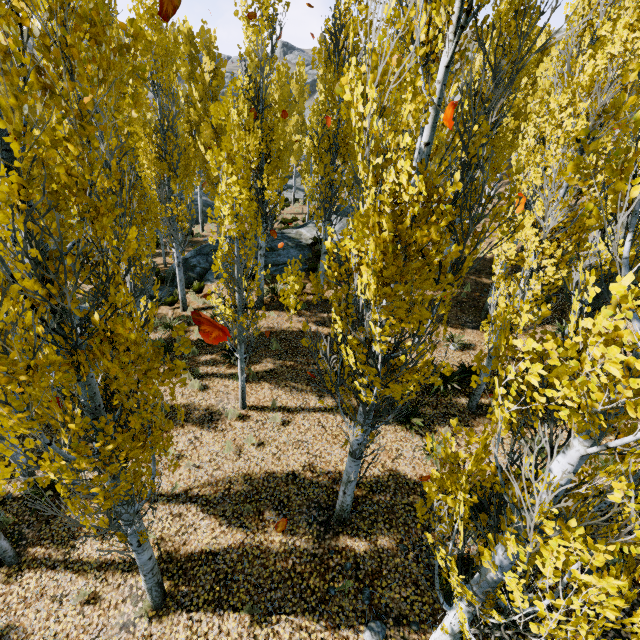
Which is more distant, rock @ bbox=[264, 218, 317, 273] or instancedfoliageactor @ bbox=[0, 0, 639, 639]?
rock @ bbox=[264, 218, 317, 273]

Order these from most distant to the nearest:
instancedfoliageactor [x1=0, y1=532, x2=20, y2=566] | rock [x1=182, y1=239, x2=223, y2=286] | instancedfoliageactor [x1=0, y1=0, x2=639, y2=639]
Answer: rock [x1=182, y1=239, x2=223, y2=286] → instancedfoliageactor [x1=0, y1=532, x2=20, y2=566] → instancedfoliageactor [x1=0, y1=0, x2=639, y2=639]

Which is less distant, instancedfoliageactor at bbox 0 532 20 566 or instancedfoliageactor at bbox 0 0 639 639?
instancedfoliageactor at bbox 0 0 639 639

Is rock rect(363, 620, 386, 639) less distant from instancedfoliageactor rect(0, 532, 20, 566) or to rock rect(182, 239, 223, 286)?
instancedfoliageactor rect(0, 532, 20, 566)

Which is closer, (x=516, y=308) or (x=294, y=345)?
(x=516, y=308)

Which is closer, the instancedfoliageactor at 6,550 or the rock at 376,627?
the rock at 376,627

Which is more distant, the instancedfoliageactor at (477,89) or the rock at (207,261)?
the rock at (207,261)

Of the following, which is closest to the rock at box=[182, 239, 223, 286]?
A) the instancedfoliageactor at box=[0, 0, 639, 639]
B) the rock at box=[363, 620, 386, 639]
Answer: the instancedfoliageactor at box=[0, 0, 639, 639]
